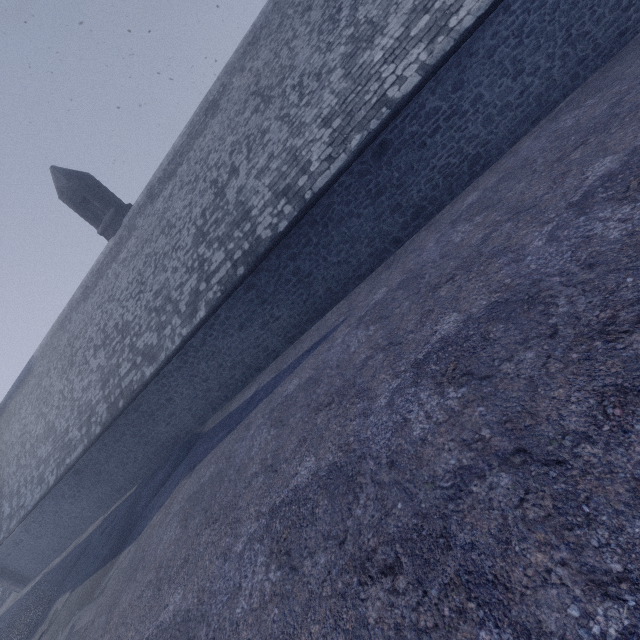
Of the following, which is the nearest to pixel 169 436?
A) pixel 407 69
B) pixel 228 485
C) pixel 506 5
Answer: pixel 228 485
